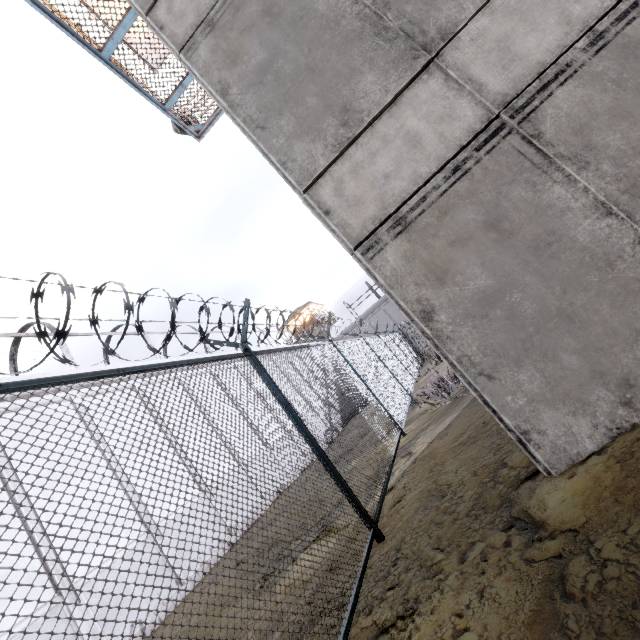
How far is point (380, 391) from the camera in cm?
870

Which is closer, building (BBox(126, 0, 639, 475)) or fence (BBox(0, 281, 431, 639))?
fence (BBox(0, 281, 431, 639))

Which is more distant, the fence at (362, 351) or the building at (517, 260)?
the building at (517, 260)
